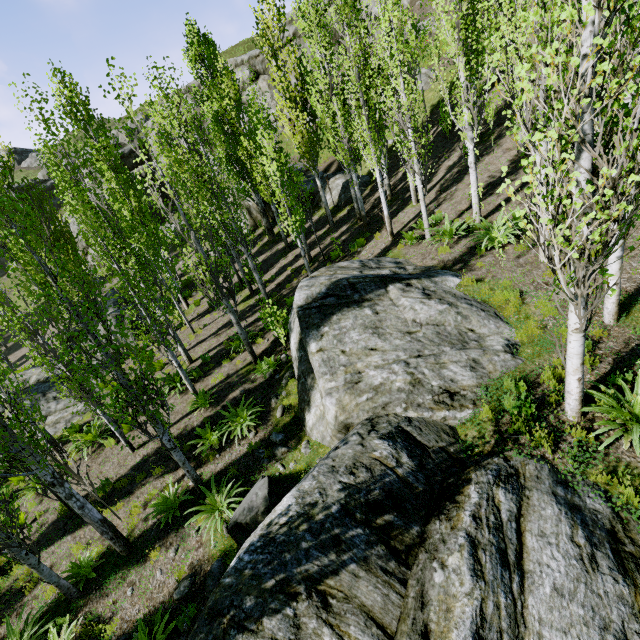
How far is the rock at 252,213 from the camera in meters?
25.9

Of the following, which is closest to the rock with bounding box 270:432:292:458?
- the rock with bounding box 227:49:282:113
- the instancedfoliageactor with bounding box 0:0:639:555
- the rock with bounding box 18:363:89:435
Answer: the instancedfoliageactor with bounding box 0:0:639:555

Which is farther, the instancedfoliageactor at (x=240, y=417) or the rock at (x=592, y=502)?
the instancedfoliageactor at (x=240, y=417)

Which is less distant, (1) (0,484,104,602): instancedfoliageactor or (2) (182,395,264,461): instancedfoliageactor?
(1) (0,484,104,602): instancedfoliageactor

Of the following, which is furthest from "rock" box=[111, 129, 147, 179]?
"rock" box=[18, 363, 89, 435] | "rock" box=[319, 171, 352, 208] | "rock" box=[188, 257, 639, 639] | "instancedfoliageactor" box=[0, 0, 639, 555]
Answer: "rock" box=[188, 257, 639, 639]

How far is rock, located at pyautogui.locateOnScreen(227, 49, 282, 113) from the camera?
34.8 meters

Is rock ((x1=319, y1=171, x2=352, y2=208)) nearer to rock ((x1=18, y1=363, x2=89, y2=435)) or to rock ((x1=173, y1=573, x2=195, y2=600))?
rock ((x1=18, y1=363, x2=89, y2=435))

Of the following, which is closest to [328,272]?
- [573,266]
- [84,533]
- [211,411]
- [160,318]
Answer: [211,411]
